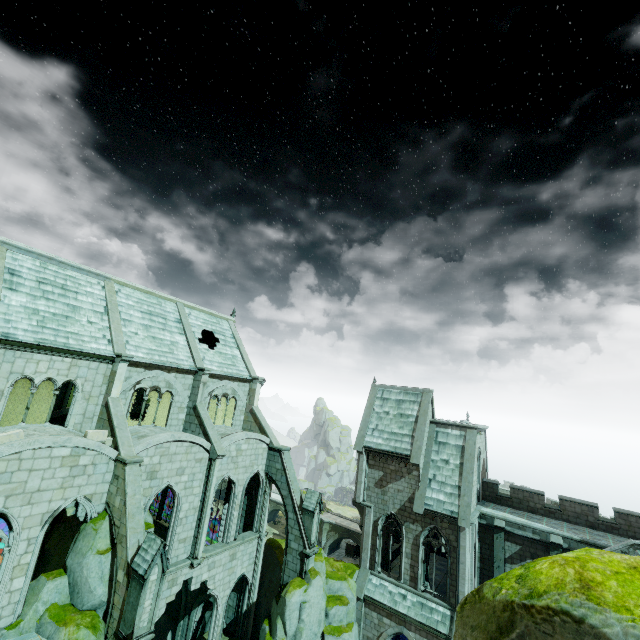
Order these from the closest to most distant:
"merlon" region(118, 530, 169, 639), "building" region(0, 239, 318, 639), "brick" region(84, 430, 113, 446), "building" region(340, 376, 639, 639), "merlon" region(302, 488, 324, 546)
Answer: "merlon" region(118, 530, 169, 639), "building" region(0, 239, 318, 639), "brick" region(84, 430, 113, 446), "building" region(340, 376, 639, 639), "merlon" region(302, 488, 324, 546)

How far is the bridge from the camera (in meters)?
49.75

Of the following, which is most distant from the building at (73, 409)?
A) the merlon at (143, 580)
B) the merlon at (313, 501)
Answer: the merlon at (143, 580)

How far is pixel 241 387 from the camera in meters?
28.0 m

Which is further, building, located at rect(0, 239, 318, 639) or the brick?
the brick

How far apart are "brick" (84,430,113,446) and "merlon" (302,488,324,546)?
13.2 meters

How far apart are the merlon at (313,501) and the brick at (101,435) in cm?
1322

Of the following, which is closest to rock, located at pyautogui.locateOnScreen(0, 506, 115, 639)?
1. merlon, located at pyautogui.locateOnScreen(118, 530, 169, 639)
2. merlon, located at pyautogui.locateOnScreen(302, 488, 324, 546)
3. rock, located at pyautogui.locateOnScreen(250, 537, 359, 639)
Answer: merlon, located at pyautogui.locateOnScreen(118, 530, 169, 639)
